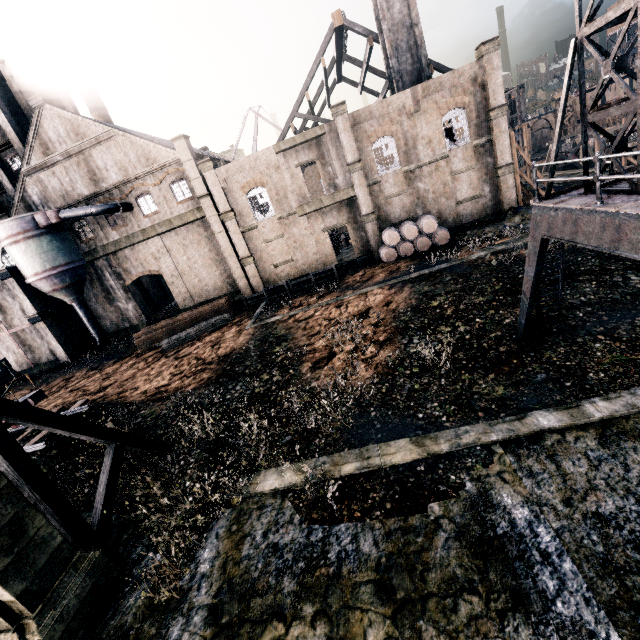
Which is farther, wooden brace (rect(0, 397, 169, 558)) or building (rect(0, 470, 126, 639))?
wooden brace (rect(0, 397, 169, 558))

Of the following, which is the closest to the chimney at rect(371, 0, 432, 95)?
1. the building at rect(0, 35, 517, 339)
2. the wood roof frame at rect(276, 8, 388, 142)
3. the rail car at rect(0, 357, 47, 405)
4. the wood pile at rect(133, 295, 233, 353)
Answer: the wood roof frame at rect(276, 8, 388, 142)

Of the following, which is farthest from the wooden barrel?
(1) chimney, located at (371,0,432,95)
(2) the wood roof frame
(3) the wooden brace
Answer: (3) the wooden brace

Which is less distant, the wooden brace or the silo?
the wooden brace

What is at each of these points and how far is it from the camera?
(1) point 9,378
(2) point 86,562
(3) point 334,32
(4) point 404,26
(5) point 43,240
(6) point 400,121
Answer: (1) rail car, 18.2 meters
(2) building, 9.5 meters
(3) wood roof frame, 32.6 meters
(4) chimney, 27.6 meters
(5) silo, 28.2 meters
(6) building, 26.9 meters

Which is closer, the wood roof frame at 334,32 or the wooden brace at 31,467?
the wooden brace at 31,467

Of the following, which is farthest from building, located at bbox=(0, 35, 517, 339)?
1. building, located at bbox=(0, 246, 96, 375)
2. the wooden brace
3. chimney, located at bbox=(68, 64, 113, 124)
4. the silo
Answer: the wooden brace

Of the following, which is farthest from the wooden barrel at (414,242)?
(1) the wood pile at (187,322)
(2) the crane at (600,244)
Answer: (2) the crane at (600,244)
